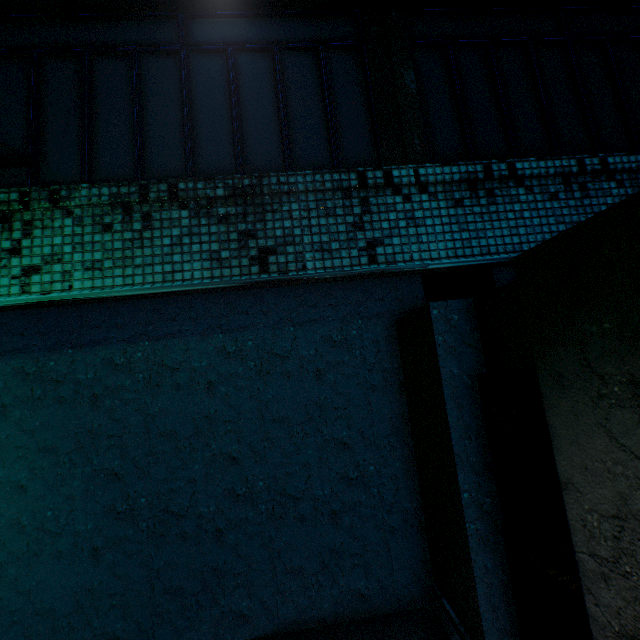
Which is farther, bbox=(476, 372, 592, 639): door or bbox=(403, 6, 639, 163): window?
bbox=(403, 6, 639, 163): window

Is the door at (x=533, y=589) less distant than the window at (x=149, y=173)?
Yes

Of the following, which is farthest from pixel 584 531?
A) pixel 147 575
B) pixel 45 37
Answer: pixel 45 37

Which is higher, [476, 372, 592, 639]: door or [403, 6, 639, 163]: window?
[403, 6, 639, 163]: window
